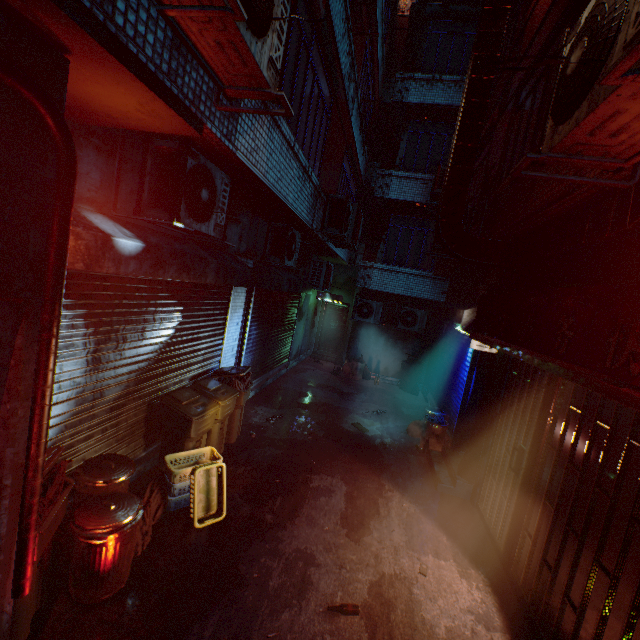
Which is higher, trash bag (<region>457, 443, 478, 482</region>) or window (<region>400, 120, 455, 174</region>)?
window (<region>400, 120, 455, 174</region>)

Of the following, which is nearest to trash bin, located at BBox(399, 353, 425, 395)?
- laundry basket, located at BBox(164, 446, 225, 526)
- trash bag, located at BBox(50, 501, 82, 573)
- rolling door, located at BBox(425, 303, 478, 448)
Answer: rolling door, located at BBox(425, 303, 478, 448)

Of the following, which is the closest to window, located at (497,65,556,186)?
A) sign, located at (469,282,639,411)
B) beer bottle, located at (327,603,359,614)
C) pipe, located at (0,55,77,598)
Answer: sign, located at (469,282,639,411)

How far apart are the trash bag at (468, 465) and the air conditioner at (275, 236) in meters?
4.2

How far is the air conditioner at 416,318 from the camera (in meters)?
10.02

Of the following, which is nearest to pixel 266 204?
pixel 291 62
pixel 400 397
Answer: pixel 291 62

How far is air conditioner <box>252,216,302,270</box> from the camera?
5.9 meters

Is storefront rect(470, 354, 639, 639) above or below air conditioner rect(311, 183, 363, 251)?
below
